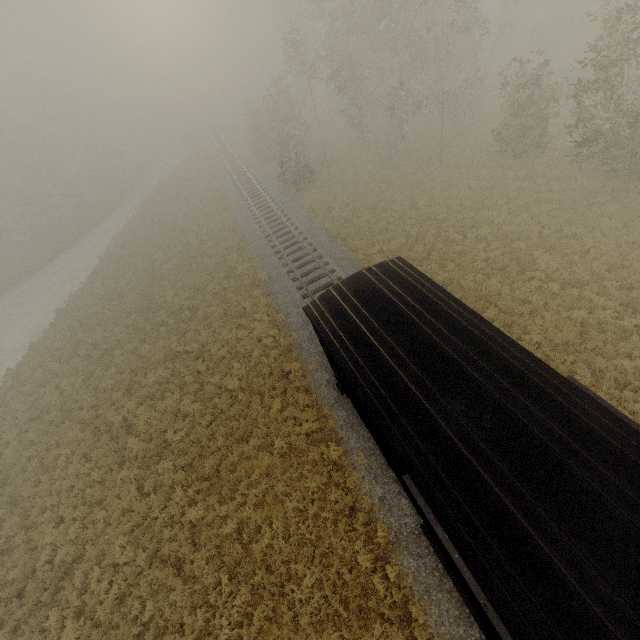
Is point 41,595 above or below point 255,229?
below

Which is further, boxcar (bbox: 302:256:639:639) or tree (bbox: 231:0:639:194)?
tree (bbox: 231:0:639:194)

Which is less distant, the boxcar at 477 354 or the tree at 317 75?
the boxcar at 477 354
